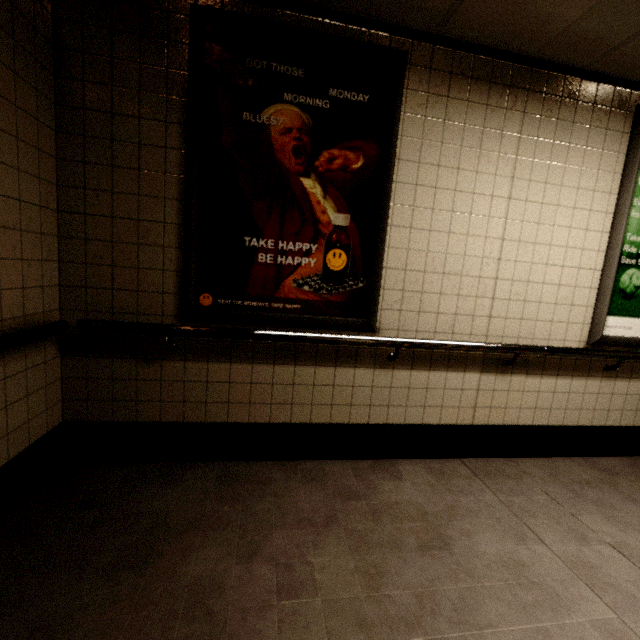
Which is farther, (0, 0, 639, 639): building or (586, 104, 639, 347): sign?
(586, 104, 639, 347): sign

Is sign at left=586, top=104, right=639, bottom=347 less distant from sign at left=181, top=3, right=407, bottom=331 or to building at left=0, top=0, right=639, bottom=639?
building at left=0, top=0, right=639, bottom=639

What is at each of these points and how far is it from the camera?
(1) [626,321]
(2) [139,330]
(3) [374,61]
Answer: (1) sign, 2.6m
(2) building, 1.9m
(3) sign, 2.0m

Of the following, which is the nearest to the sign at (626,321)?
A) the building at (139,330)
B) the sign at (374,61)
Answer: the building at (139,330)

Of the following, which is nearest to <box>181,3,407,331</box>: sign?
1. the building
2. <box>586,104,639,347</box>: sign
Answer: the building

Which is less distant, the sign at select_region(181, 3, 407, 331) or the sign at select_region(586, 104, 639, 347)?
the sign at select_region(181, 3, 407, 331)
